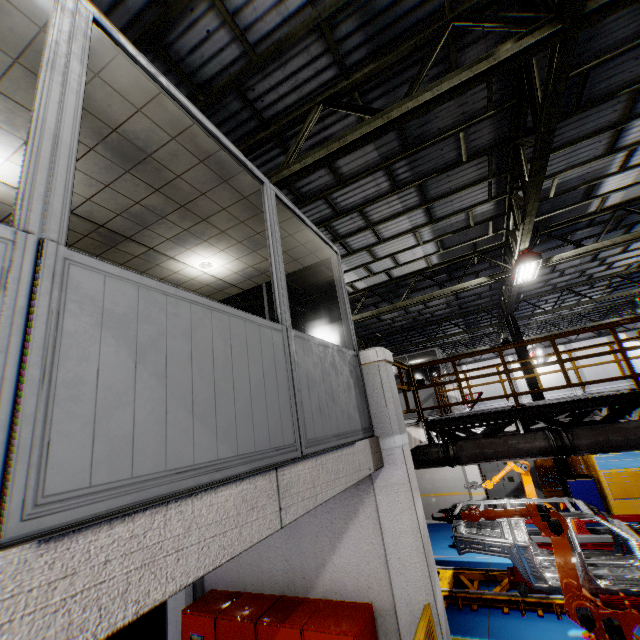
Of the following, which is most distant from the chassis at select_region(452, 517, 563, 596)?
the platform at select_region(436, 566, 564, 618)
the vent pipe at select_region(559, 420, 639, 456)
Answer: the vent pipe at select_region(559, 420, 639, 456)

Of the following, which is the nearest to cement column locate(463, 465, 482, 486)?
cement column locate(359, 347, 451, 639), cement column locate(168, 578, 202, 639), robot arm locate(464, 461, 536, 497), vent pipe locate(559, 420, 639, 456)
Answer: robot arm locate(464, 461, 536, 497)

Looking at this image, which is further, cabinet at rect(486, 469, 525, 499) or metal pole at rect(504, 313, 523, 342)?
metal pole at rect(504, 313, 523, 342)

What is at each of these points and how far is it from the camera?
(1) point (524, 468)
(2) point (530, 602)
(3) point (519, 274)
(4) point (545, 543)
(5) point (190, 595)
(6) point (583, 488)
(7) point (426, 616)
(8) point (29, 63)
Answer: (1) robot arm, 10.2m
(2) platform, 7.1m
(3) light, 9.3m
(4) metal platform, 9.5m
(5) cement column, 5.1m
(6) toolbox, 11.7m
(7) metal panel, 3.6m
(8) cieling, 2.2m

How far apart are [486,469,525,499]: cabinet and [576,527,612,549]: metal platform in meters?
3.0

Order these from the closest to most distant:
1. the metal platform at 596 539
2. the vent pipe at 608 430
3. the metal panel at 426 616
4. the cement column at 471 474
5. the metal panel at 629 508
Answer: the metal panel at 426 616, the vent pipe at 608 430, the metal platform at 596 539, the metal panel at 629 508, the cement column at 471 474

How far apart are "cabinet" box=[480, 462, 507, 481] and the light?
8.1m

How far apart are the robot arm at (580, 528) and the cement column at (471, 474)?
2.0m
